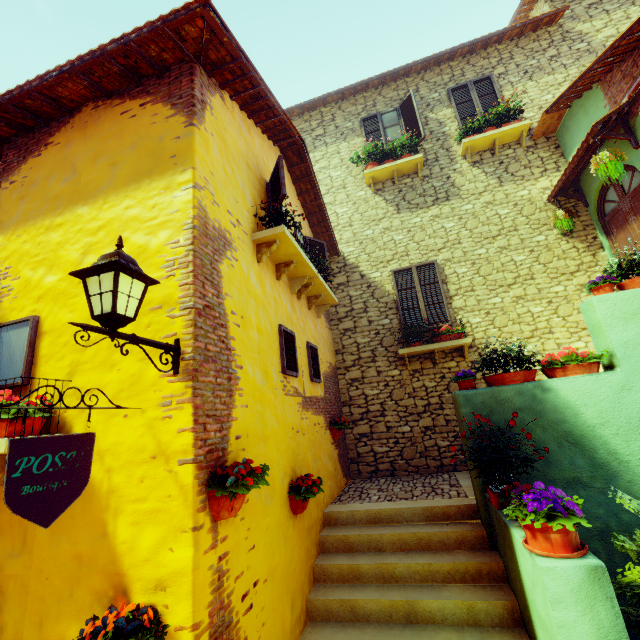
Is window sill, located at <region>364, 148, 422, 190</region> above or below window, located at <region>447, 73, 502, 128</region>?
below

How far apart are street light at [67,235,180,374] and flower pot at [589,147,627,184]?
7.10m

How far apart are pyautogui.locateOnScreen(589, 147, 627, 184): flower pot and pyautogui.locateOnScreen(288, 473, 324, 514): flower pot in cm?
678

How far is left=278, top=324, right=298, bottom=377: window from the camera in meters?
4.4

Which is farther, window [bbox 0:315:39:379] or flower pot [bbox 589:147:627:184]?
flower pot [bbox 589:147:627:184]

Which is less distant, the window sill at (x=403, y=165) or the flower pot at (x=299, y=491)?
the flower pot at (x=299, y=491)

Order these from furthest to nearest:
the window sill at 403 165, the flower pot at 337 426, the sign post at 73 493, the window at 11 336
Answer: the window sill at 403 165 < the flower pot at 337 426 < the window at 11 336 < the sign post at 73 493

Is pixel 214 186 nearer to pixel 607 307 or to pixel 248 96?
pixel 248 96
